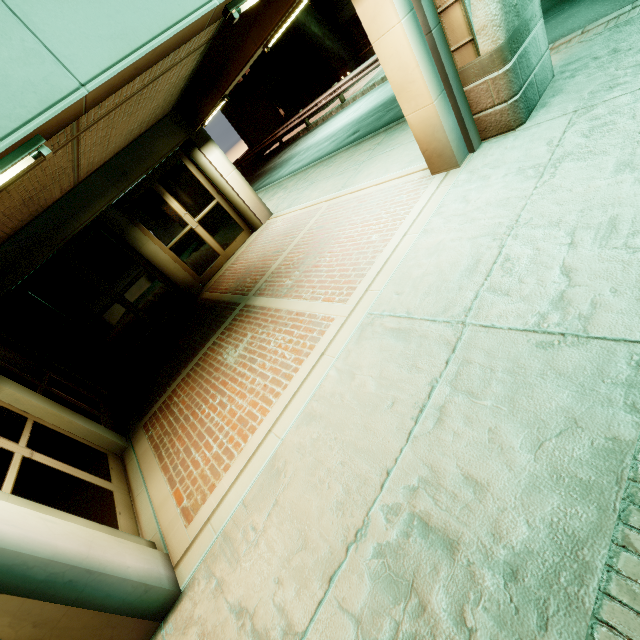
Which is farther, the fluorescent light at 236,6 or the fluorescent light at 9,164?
the fluorescent light at 236,6

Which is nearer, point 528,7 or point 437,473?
point 437,473

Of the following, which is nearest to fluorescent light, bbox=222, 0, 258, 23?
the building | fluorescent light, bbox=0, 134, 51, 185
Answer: the building

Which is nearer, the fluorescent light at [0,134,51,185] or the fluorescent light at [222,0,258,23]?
the fluorescent light at [0,134,51,185]

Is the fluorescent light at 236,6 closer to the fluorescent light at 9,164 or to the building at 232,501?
the building at 232,501

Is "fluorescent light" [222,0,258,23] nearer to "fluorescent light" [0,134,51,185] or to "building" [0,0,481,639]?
"building" [0,0,481,639]
